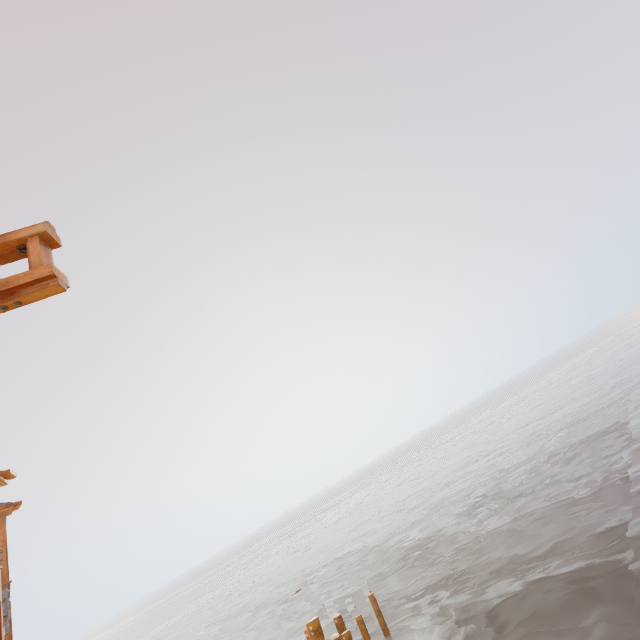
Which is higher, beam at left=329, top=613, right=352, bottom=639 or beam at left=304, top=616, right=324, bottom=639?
beam at left=304, top=616, right=324, bottom=639

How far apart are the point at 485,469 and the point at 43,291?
30.50m

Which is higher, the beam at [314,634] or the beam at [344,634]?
the beam at [314,634]
